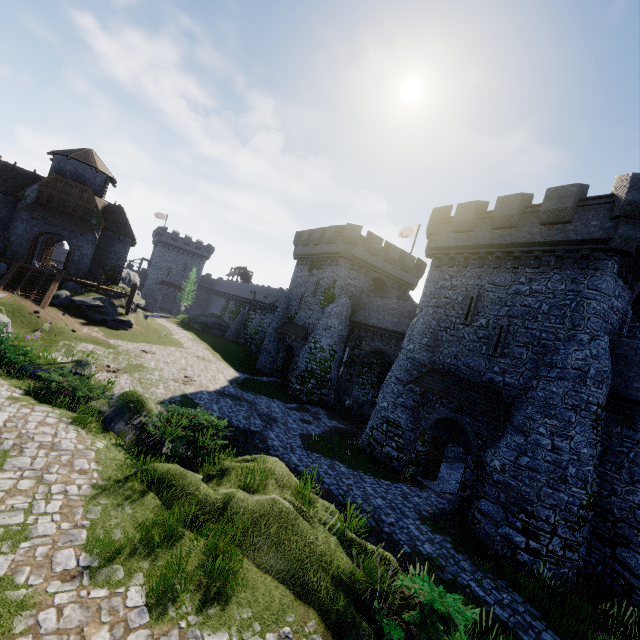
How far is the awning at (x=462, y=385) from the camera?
15.8m

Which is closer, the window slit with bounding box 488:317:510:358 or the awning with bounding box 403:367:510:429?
the awning with bounding box 403:367:510:429

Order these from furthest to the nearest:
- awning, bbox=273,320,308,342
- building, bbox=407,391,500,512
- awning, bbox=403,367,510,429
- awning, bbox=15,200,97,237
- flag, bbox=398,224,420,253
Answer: flag, bbox=398,224,420,253, awning, bbox=273,320,308,342, awning, bbox=15,200,97,237, building, bbox=407,391,500,512, awning, bbox=403,367,510,429

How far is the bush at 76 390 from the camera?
10.30m

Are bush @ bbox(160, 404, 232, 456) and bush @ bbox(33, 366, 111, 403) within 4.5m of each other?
yes

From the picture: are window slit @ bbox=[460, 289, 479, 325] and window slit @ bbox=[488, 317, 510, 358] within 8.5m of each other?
yes

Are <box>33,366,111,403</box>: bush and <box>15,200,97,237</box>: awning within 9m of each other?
no

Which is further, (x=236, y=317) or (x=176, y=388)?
(x=236, y=317)
